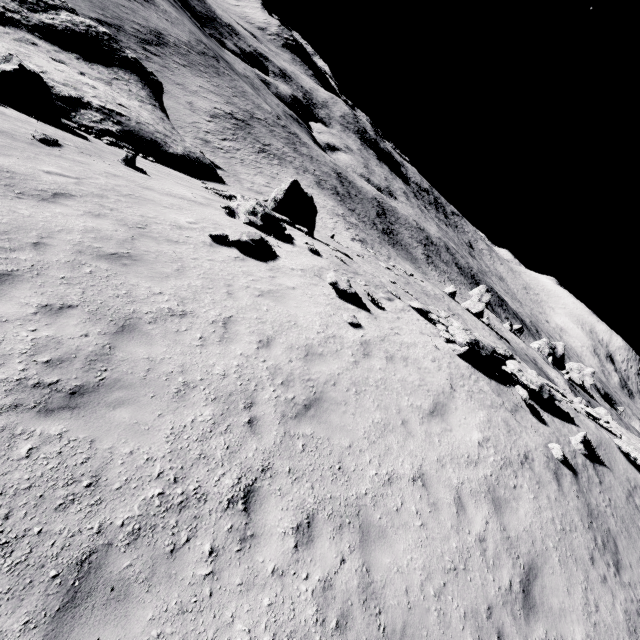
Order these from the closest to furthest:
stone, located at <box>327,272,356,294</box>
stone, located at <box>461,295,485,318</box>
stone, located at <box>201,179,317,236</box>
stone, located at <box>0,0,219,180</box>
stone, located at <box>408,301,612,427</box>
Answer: stone, located at <box>327,272,356,294</box>
stone, located at <box>408,301,612,427</box>
stone, located at <box>201,179,317,236</box>
stone, located at <box>0,0,219,180</box>
stone, located at <box>461,295,485,318</box>

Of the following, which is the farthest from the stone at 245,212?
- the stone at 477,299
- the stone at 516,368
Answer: the stone at 477,299

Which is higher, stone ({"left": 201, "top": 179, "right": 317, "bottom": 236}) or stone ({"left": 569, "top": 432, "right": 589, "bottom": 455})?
stone ({"left": 569, "top": 432, "right": 589, "bottom": 455})

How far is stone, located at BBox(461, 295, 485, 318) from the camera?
44.12m

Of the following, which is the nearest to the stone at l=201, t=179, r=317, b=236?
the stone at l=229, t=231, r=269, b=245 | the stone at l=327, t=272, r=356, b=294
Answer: the stone at l=229, t=231, r=269, b=245

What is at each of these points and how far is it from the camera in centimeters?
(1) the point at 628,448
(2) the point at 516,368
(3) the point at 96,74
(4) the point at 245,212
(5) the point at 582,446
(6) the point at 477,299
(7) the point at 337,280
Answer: (1) stone, 1216cm
(2) stone, 1285cm
(3) stone, 2830cm
(4) stone, 1377cm
(5) stone, 1111cm
(6) stone, 4466cm
(7) stone, 1187cm

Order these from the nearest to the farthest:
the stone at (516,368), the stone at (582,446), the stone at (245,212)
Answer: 1. the stone at (582,446)
2. the stone at (516,368)
3. the stone at (245,212)

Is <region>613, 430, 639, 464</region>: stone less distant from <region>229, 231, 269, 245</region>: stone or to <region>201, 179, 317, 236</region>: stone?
<region>229, 231, 269, 245</region>: stone
